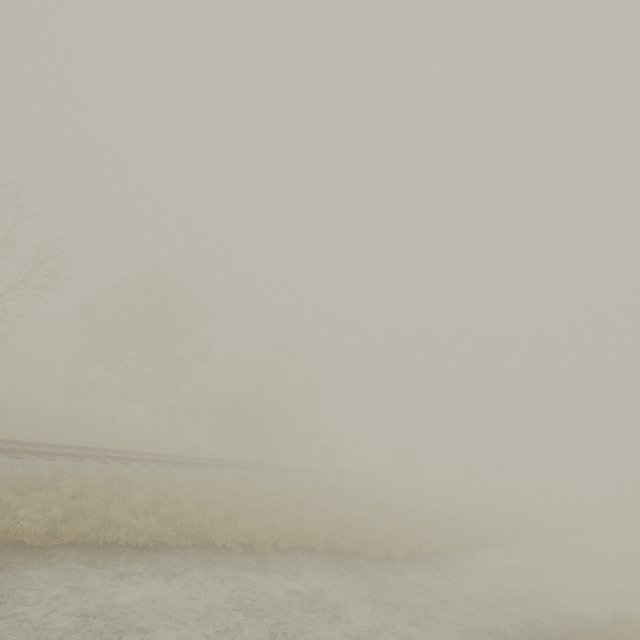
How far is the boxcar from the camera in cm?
5738

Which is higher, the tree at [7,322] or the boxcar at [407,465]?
the tree at [7,322]

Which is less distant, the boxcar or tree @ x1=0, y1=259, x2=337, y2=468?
tree @ x1=0, y1=259, x2=337, y2=468

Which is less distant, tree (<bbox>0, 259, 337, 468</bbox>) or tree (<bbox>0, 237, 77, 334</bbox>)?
tree (<bbox>0, 237, 77, 334</bbox>)

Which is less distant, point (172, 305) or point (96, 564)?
point (96, 564)

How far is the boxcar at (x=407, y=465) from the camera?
57.4 meters

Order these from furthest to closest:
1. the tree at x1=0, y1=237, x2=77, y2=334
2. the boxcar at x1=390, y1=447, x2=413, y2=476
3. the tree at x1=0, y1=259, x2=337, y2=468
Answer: the boxcar at x1=390, y1=447, x2=413, y2=476 → the tree at x1=0, y1=259, x2=337, y2=468 → the tree at x1=0, y1=237, x2=77, y2=334
